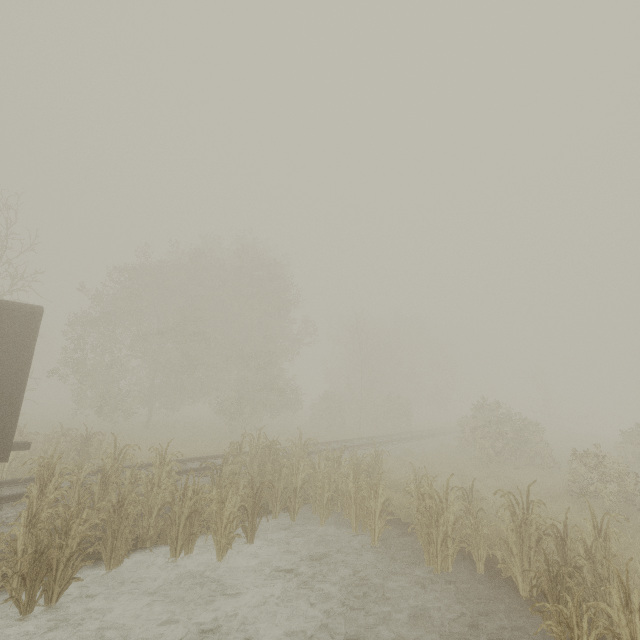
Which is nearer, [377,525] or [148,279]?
[377,525]

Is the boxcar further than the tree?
Yes

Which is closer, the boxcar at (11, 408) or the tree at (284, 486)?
the tree at (284, 486)
